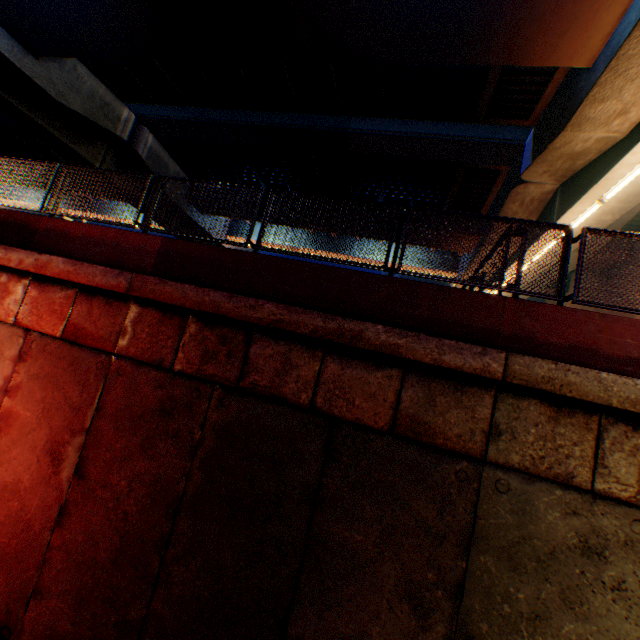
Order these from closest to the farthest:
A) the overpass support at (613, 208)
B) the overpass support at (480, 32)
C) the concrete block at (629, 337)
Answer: the concrete block at (629, 337) < the overpass support at (480, 32) < the overpass support at (613, 208)

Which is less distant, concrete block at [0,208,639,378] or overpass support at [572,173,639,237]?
concrete block at [0,208,639,378]

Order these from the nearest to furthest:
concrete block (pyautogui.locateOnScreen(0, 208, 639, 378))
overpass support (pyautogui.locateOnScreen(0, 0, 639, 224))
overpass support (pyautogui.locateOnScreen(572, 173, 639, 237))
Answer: concrete block (pyautogui.locateOnScreen(0, 208, 639, 378))
overpass support (pyautogui.locateOnScreen(0, 0, 639, 224))
overpass support (pyautogui.locateOnScreen(572, 173, 639, 237))

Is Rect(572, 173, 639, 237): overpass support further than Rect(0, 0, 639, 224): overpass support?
Yes

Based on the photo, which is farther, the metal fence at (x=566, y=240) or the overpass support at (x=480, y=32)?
the overpass support at (x=480, y=32)

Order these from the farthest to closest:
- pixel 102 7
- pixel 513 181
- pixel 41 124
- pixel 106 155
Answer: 1. pixel 106 155
2. pixel 41 124
3. pixel 513 181
4. pixel 102 7

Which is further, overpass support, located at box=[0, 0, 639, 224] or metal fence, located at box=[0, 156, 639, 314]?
overpass support, located at box=[0, 0, 639, 224]
